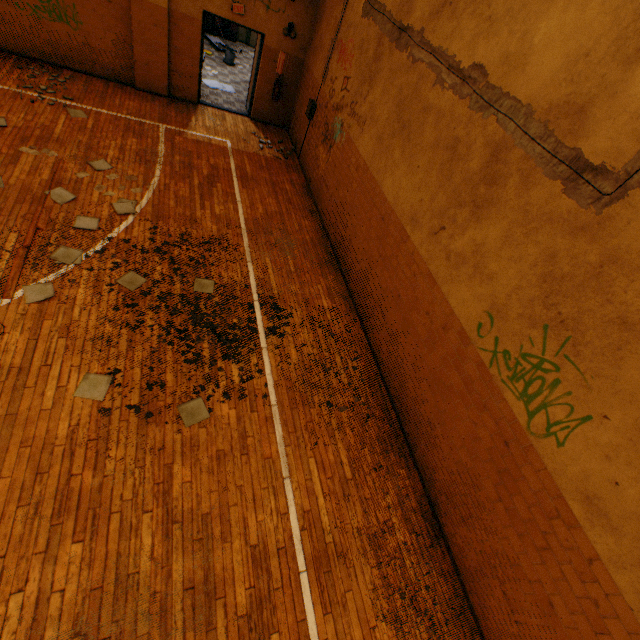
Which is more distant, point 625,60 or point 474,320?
point 474,320

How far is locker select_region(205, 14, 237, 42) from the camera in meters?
13.7

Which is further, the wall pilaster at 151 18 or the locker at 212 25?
the locker at 212 25

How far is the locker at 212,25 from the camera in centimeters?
1370cm

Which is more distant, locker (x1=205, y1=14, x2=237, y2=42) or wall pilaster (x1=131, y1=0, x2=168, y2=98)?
locker (x1=205, y1=14, x2=237, y2=42)
